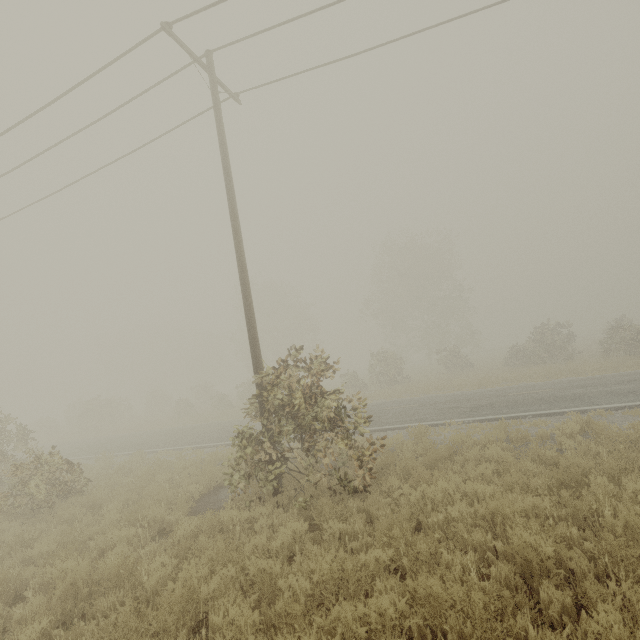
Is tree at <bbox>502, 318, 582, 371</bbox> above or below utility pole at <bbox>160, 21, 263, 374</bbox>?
below

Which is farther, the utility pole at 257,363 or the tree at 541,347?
the tree at 541,347

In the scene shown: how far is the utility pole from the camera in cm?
811

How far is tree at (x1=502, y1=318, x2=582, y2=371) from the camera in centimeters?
2381cm

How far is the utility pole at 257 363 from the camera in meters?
8.1

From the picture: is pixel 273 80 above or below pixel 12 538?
above

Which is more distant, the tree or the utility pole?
the tree
